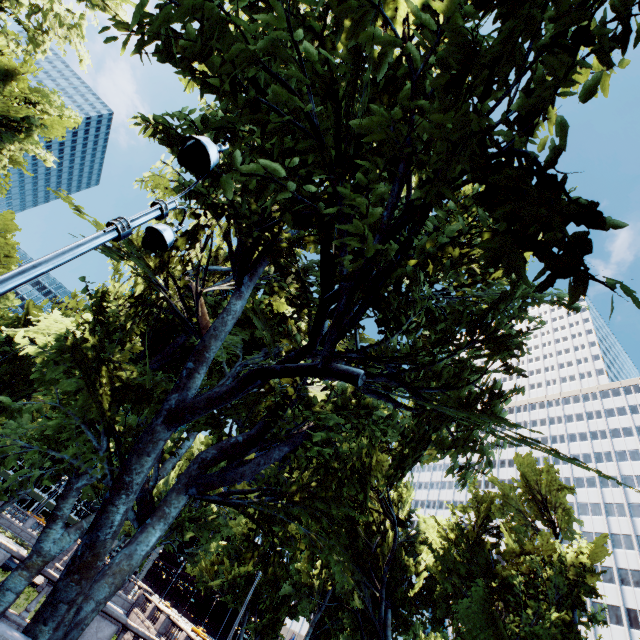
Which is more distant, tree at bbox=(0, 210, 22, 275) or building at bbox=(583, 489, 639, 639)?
building at bbox=(583, 489, 639, 639)

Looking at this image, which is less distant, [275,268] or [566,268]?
[566,268]

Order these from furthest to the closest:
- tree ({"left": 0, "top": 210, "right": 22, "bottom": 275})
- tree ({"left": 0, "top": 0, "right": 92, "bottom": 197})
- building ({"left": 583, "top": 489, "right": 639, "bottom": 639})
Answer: building ({"left": 583, "top": 489, "right": 639, "bottom": 639})
tree ({"left": 0, "top": 210, "right": 22, "bottom": 275})
tree ({"left": 0, "top": 0, "right": 92, "bottom": 197})

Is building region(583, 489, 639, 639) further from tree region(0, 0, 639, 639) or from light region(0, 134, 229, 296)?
light region(0, 134, 229, 296)

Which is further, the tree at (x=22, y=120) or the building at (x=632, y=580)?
the building at (x=632, y=580)

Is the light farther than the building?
No

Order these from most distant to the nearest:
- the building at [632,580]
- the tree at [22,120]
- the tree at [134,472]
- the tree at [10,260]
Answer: the building at [632,580] < the tree at [10,260] < the tree at [22,120] < the tree at [134,472]
